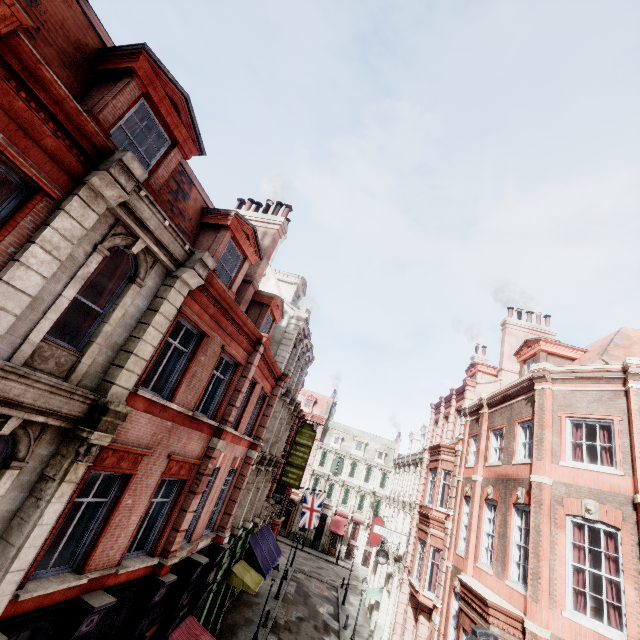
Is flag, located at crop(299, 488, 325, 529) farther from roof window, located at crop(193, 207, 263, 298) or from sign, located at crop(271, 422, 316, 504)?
roof window, located at crop(193, 207, 263, 298)

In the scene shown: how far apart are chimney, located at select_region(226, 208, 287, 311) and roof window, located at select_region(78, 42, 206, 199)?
5.5 meters

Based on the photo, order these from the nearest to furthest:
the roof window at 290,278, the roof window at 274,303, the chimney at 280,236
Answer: the chimney at 280,236 < the roof window at 274,303 < the roof window at 290,278

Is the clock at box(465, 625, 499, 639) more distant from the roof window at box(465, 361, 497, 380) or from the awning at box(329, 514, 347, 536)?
the awning at box(329, 514, 347, 536)

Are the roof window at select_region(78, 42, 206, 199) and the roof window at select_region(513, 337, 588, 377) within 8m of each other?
no

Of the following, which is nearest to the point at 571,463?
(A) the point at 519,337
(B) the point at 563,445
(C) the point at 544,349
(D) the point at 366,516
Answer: (B) the point at 563,445

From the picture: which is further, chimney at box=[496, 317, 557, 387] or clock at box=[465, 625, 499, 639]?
chimney at box=[496, 317, 557, 387]

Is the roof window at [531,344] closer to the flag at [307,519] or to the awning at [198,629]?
the awning at [198,629]
